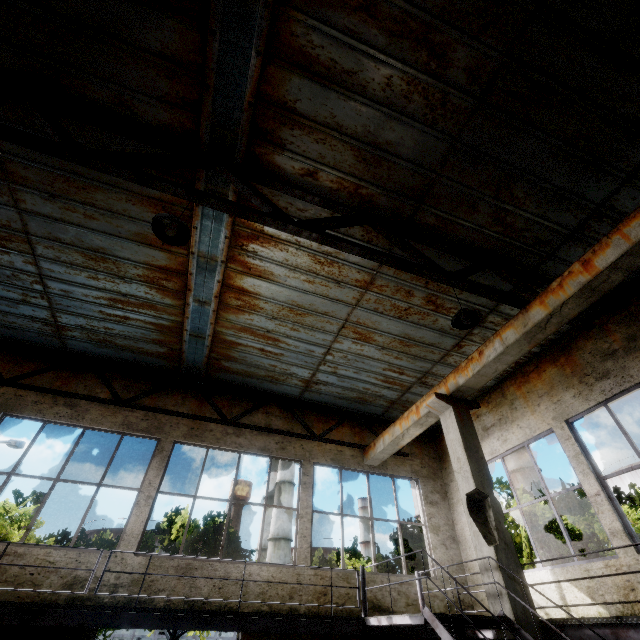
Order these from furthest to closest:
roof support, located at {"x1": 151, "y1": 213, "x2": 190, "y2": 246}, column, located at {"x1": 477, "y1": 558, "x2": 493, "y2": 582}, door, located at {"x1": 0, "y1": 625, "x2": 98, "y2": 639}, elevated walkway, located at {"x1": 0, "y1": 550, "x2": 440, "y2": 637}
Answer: door, located at {"x1": 0, "y1": 625, "x2": 98, "y2": 639}
column, located at {"x1": 477, "y1": 558, "x2": 493, "y2": 582}
elevated walkway, located at {"x1": 0, "y1": 550, "x2": 440, "y2": 637}
roof support, located at {"x1": 151, "y1": 213, "x2": 190, "y2": 246}

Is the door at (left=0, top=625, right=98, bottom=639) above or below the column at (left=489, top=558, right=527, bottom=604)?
below

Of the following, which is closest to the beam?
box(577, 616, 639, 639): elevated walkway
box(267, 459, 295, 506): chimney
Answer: box(577, 616, 639, 639): elevated walkway

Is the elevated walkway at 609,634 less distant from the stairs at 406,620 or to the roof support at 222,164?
the stairs at 406,620

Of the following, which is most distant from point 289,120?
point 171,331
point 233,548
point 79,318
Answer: point 233,548

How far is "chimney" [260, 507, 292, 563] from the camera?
36.16m

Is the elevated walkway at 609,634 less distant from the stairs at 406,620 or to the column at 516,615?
the column at 516,615

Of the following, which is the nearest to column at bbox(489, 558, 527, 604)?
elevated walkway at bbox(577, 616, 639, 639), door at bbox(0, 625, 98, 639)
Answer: elevated walkway at bbox(577, 616, 639, 639)
